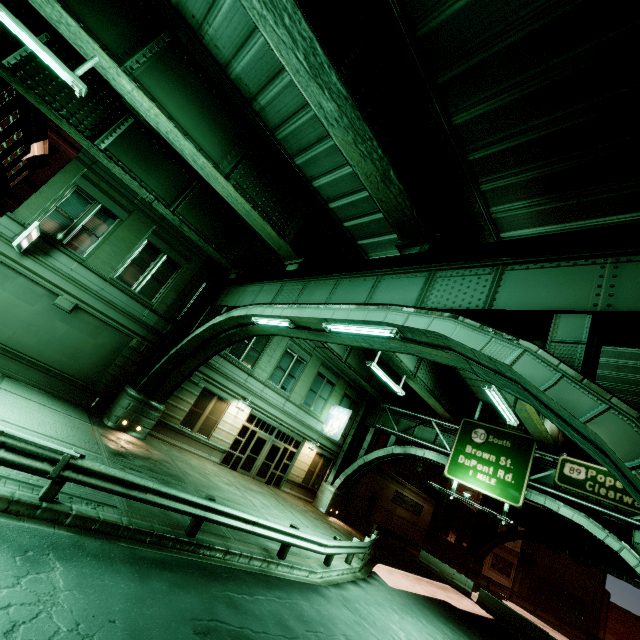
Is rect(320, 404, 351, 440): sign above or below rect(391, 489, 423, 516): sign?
above

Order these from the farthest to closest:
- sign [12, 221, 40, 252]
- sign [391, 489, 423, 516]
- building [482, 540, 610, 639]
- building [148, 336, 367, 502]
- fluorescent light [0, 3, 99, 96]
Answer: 1. building [482, 540, 610, 639]
2. sign [391, 489, 423, 516]
3. building [148, 336, 367, 502]
4. sign [12, 221, 40, 252]
5. fluorescent light [0, 3, 99, 96]

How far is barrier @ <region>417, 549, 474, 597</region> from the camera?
23.5m

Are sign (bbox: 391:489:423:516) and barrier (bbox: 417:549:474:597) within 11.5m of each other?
yes

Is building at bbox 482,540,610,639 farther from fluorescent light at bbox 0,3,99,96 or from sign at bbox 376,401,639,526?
fluorescent light at bbox 0,3,99,96

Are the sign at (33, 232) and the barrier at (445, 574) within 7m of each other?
no

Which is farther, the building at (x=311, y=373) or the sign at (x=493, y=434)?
the building at (x=311, y=373)

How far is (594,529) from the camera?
14.44m
